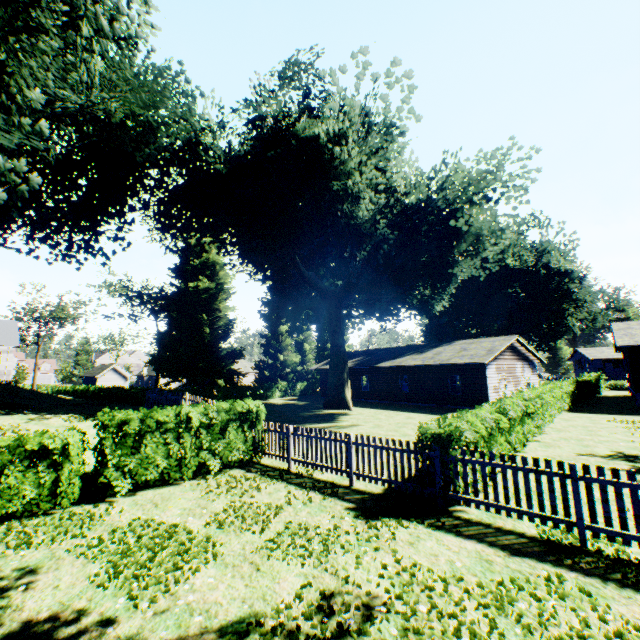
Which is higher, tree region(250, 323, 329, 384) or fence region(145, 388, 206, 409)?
tree region(250, 323, 329, 384)

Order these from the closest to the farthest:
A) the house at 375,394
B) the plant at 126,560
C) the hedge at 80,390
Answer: the plant at 126,560 < the house at 375,394 < the hedge at 80,390

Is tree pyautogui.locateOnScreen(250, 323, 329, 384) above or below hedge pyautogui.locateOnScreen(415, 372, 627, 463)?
above

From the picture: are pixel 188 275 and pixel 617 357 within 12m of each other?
no

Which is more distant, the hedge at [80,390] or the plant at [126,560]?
the hedge at [80,390]

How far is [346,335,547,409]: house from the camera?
24.8m

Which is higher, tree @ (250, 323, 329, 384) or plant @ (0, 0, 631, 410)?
plant @ (0, 0, 631, 410)

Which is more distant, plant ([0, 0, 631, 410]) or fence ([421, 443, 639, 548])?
plant ([0, 0, 631, 410])
